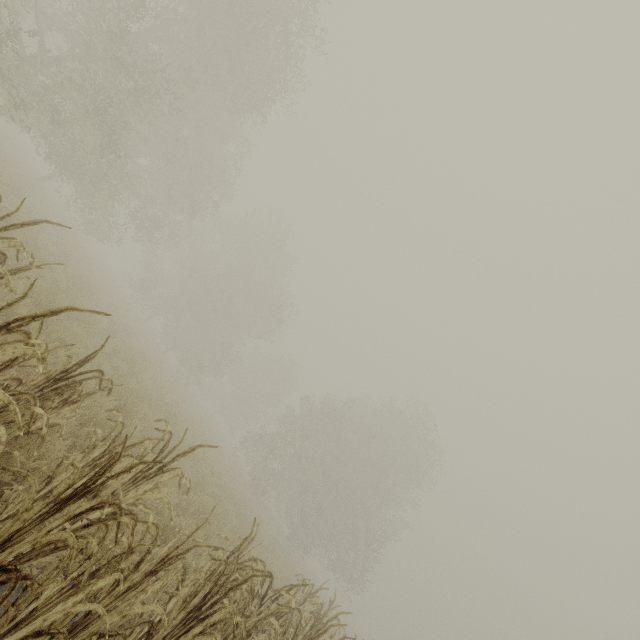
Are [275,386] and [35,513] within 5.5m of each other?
no
